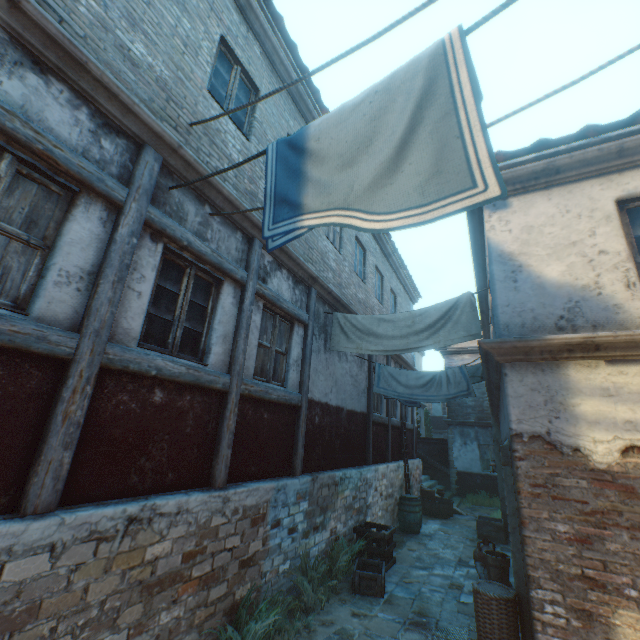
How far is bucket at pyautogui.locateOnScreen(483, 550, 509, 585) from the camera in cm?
571

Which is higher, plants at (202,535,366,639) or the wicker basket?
the wicker basket

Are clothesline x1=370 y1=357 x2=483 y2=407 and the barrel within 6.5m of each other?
yes

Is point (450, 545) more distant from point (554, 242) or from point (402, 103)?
point (402, 103)

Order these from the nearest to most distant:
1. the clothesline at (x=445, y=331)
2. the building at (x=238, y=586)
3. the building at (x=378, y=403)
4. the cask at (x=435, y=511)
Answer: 1. the building at (x=238, y=586)
2. the clothesline at (x=445, y=331)
3. the building at (x=378, y=403)
4. the cask at (x=435, y=511)

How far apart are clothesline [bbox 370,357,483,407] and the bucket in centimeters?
283cm

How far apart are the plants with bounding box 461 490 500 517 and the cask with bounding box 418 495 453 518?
2.8 meters

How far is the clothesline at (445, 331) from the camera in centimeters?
579cm
